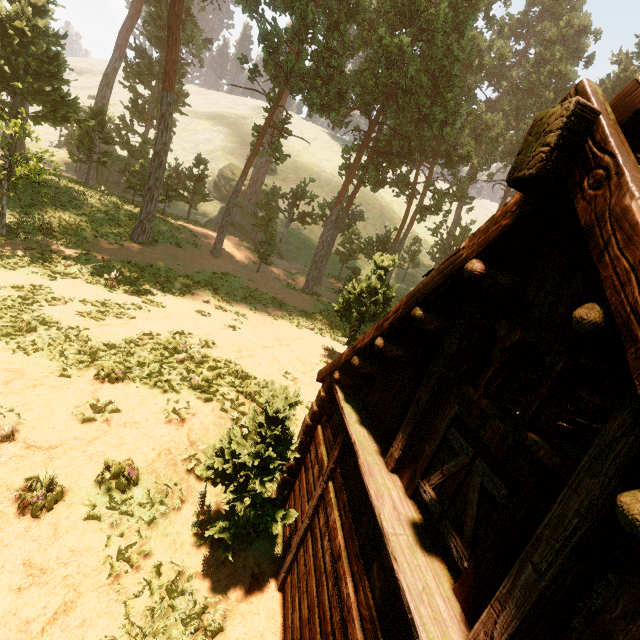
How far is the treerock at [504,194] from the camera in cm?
3564

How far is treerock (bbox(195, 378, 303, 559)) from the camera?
5.4 meters

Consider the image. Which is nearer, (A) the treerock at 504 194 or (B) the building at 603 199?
(B) the building at 603 199

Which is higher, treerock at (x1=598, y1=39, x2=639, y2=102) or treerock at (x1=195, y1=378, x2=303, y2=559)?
treerock at (x1=598, y1=39, x2=639, y2=102)

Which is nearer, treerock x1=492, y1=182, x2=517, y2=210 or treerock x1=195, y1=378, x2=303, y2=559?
treerock x1=195, y1=378, x2=303, y2=559

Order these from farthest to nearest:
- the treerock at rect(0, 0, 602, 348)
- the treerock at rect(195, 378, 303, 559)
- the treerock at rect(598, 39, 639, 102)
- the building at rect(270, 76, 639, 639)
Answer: the treerock at rect(598, 39, 639, 102), the treerock at rect(0, 0, 602, 348), the treerock at rect(195, 378, 303, 559), the building at rect(270, 76, 639, 639)

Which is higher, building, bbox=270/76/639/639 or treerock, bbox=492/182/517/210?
treerock, bbox=492/182/517/210

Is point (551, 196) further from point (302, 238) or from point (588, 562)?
point (302, 238)
